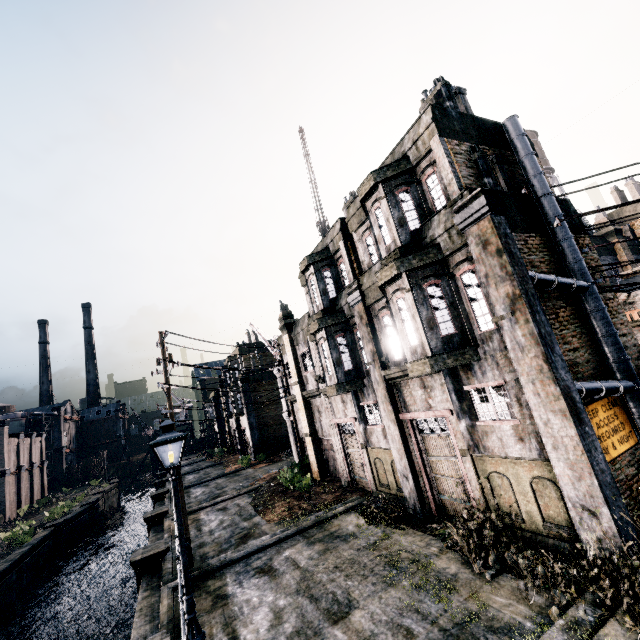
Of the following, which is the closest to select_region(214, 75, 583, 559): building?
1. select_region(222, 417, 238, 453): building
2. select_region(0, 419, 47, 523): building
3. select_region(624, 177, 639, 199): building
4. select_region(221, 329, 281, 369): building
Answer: select_region(624, 177, 639, 199): building

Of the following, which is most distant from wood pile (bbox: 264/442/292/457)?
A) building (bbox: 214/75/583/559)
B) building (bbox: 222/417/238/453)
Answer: building (bbox: 214/75/583/559)

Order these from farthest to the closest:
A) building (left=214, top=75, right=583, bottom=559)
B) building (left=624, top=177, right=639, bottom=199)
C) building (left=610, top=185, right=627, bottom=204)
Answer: building (left=610, top=185, right=627, bottom=204) < building (left=624, top=177, right=639, bottom=199) < building (left=214, top=75, right=583, bottom=559)

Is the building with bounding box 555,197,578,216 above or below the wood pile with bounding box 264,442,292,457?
above

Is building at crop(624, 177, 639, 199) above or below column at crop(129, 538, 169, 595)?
above

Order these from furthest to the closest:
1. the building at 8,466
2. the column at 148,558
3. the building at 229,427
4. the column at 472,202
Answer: the building at 229,427
the building at 8,466
the column at 148,558
the column at 472,202

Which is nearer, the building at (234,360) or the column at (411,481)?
the column at (411,481)

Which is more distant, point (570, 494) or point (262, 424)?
point (262, 424)
